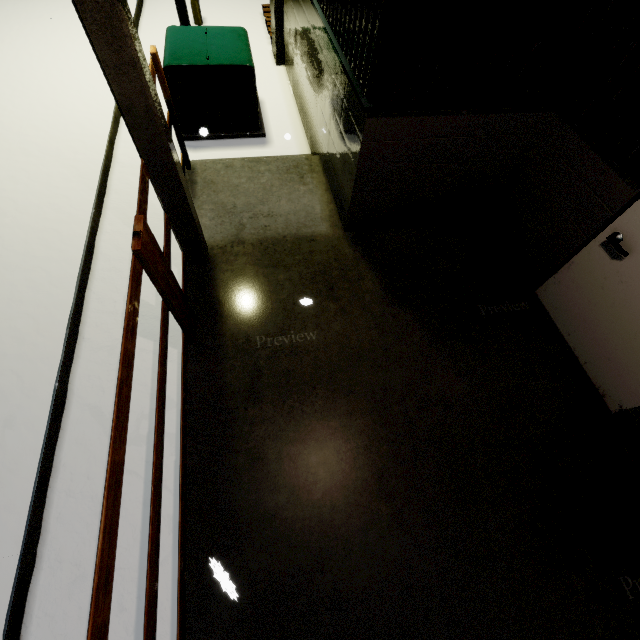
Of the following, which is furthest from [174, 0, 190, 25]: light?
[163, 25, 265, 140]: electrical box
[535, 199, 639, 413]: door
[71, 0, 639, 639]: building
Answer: [535, 199, 639, 413]: door

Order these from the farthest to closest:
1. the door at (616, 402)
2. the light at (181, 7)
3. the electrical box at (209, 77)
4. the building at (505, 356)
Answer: the light at (181, 7)
the electrical box at (209, 77)
the door at (616, 402)
the building at (505, 356)

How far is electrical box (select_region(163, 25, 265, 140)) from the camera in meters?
4.7

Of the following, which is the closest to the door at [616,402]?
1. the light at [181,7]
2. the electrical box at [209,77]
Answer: the electrical box at [209,77]

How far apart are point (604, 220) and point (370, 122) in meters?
2.3

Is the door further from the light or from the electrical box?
the light

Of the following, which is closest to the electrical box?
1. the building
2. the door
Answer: the building
